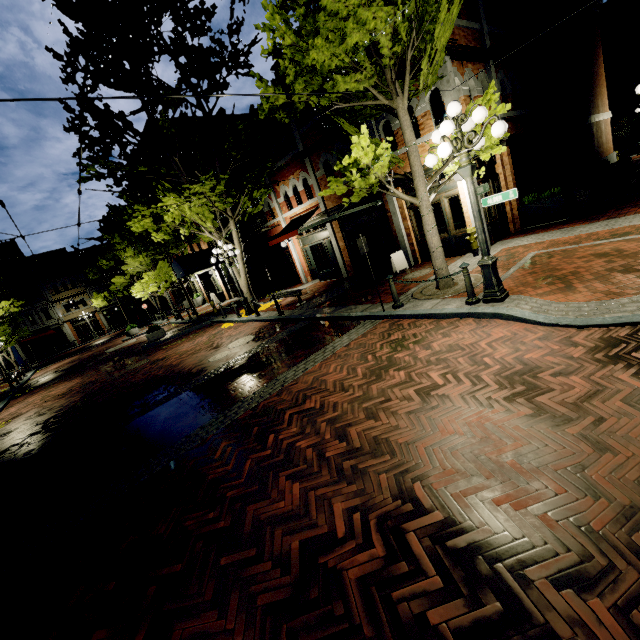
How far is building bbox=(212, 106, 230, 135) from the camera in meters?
25.6 m

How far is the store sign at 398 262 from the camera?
12.6 meters

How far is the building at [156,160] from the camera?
24.2 meters

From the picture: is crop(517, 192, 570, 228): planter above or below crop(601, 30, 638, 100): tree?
below

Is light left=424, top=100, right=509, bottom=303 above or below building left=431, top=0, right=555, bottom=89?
below

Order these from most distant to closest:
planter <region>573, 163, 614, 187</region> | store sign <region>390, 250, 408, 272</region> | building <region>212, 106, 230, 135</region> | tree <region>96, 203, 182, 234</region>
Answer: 1. building <region>212, 106, 230, 135</region>
2. planter <region>573, 163, 614, 187</region>
3. tree <region>96, 203, 182, 234</region>
4. store sign <region>390, 250, 408, 272</region>

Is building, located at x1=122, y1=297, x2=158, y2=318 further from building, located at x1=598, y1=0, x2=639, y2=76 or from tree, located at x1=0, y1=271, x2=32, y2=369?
building, located at x1=598, y1=0, x2=639, y2=76

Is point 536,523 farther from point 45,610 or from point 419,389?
point 45,610
